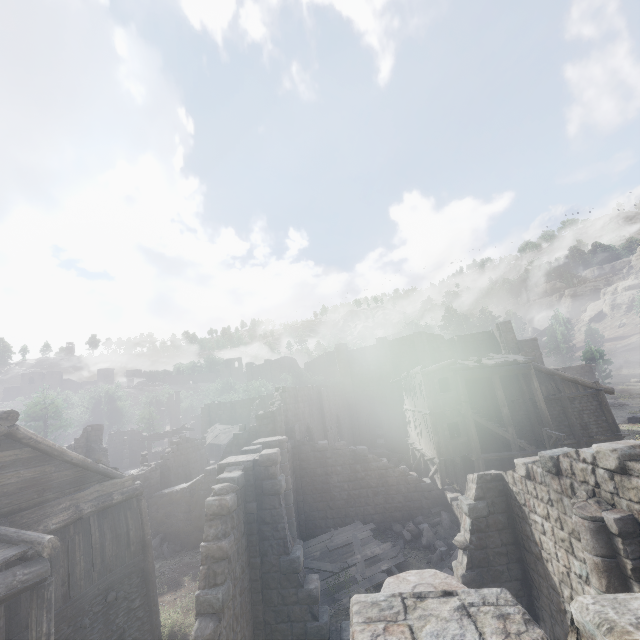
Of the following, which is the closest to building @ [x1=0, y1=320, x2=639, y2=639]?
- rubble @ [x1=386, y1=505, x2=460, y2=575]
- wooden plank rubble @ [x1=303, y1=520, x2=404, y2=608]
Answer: rubble @ [x1=386, y1=505, x2=460, y2=575]

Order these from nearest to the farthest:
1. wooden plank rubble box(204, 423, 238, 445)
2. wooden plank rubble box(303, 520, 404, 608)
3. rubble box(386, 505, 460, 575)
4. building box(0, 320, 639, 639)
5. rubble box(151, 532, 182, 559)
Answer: building box(0, 320, 639, 639) → wooden plank rubble box(303, 520, 404, 608) → rubble box(386, 505, 460, 575) → rubble box(151, 532, 182, 559) → wooden plank rubble box(204, 423, 238, 445)

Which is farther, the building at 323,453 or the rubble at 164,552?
the rubble at 164,552

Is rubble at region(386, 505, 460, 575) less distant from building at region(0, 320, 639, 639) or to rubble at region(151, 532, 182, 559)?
building at region(0, 320, 639, 639)

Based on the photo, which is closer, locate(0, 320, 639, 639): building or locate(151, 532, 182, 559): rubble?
locate(0, 320, 639, 639): building

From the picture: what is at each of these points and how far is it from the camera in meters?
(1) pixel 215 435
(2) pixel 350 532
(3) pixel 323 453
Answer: (1) wooden plank rubble, 36.4
(2) wooden plank rubble, 16.9
(3) building, 20.1

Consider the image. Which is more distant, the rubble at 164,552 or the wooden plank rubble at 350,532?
the rubble at 164,552

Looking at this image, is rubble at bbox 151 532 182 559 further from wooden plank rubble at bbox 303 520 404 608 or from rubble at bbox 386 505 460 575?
rubble at bbox 386 505 460 575
